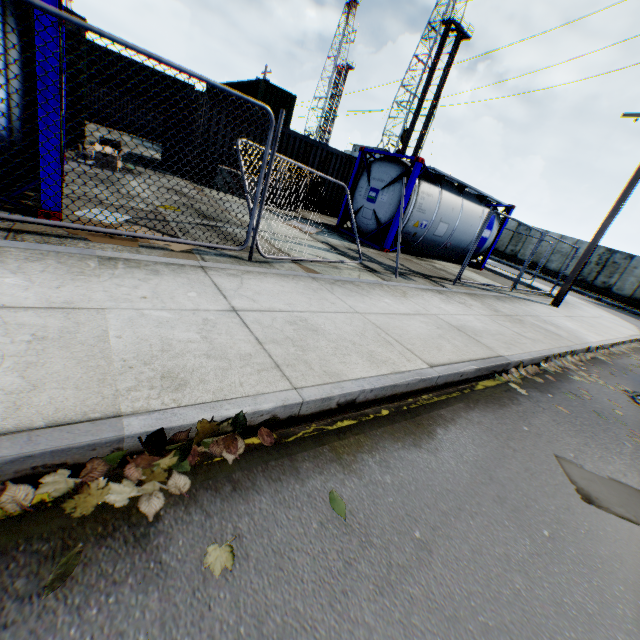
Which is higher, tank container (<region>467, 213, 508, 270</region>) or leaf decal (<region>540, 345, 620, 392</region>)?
tank container (<region>467, 213, 508, 270</region>)

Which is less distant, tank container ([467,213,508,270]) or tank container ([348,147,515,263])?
tank container ([348,147,515,263])

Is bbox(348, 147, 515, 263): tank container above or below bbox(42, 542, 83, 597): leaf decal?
above

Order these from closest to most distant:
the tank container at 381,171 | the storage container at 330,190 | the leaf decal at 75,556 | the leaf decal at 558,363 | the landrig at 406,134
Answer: the leaf decal at 75,556 → the leaf decal at 558,363 → the tank container at 381,171 → the storage container at 330,190 → the landrig at 406,134

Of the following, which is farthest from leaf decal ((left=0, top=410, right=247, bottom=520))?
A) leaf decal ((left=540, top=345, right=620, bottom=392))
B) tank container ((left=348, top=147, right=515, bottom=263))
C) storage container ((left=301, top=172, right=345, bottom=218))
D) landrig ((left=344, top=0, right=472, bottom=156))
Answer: landrig ((left=344, top=0, right=472, bottom=156))

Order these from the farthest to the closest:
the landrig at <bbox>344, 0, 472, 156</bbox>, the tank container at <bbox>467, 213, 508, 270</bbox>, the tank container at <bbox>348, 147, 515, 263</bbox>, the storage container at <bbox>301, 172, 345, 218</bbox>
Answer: the landrig at <bbox>344, 0, 472, 156</bbox>
the storage container at <bbox>301, 172, 345, 218</bbox>
the tank container at <bbox>467, 213, 508, 270</bbox>
the tank container at <bbox>348, 147, 515, 263</bbox>

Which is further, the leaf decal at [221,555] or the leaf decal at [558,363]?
the leaf decal at [558,363]

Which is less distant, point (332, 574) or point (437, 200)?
point (332, 574)
